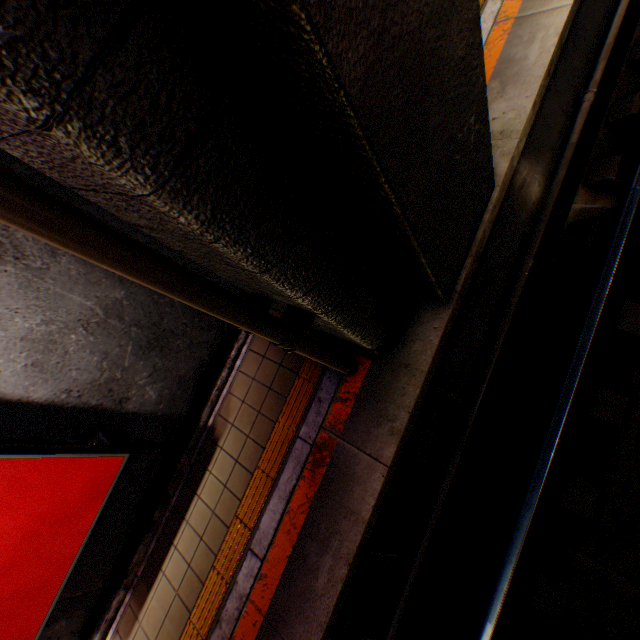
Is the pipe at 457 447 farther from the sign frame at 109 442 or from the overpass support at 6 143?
the sign frame at 109 442

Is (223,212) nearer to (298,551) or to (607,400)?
(298,551)

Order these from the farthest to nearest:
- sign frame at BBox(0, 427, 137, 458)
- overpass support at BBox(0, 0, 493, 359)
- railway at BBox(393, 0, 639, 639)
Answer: railway at BBox(393, 0, 639, 639), sign frame at BBox(0, 427, 137, 458), overpass support at BBox(0, 0, 493, 359)

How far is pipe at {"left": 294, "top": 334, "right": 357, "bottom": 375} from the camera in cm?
296

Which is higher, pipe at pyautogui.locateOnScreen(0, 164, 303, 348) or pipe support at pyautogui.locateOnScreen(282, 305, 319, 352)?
pipe at pyautogui.locateOnScreen(0, 164, 303, 348)

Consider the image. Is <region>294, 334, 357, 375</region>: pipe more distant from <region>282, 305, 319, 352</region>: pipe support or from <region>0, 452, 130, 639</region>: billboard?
<region>0, 452, 130, 639</region>: billboard

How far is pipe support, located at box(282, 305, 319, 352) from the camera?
2.79m

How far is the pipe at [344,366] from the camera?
2.96m
